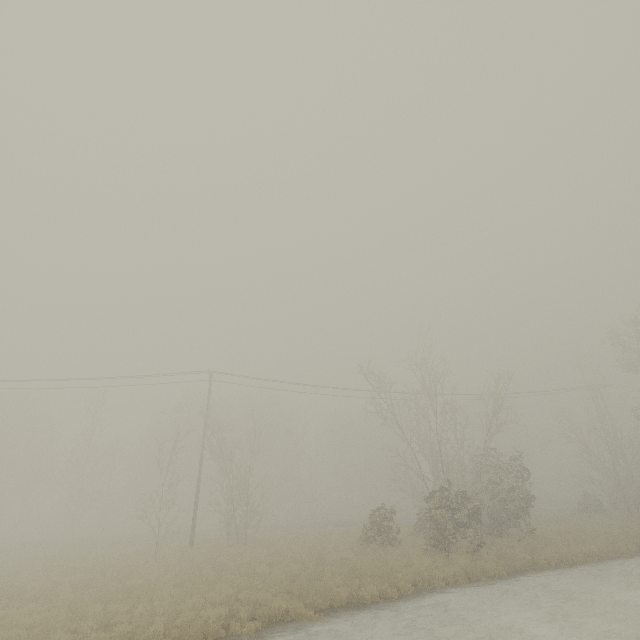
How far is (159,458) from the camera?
20.81m
